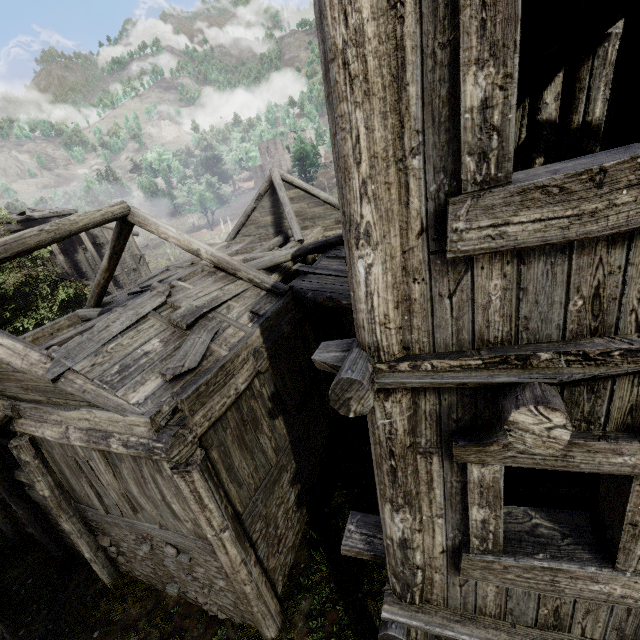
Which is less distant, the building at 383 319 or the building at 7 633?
the building at 383 319

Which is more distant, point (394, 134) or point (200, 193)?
point (200, 193)

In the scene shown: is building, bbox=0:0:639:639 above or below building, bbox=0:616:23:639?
above

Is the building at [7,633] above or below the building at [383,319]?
below

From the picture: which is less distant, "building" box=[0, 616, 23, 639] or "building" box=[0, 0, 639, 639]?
"building" box=[0, 0, 639, 639]
